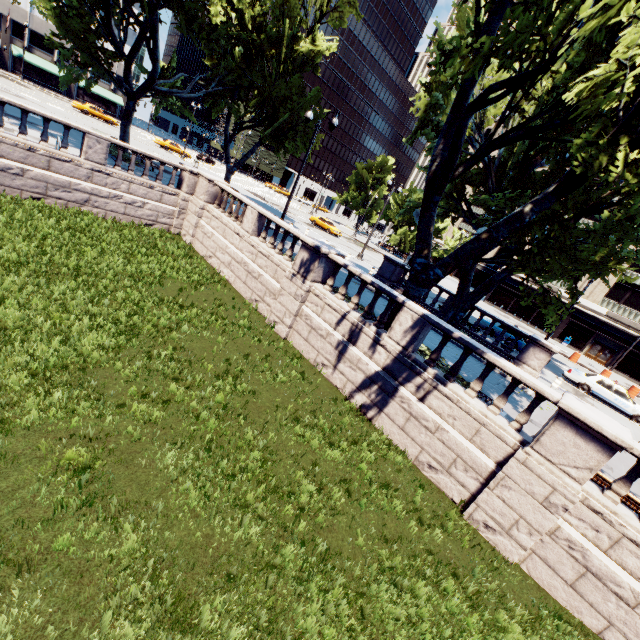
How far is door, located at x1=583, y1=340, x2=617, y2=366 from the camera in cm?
3962

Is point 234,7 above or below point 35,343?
above

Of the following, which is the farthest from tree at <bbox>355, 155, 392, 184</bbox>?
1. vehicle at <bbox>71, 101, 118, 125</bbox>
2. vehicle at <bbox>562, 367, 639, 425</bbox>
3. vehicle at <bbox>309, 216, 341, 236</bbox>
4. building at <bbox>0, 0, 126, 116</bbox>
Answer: vehicle at <bbox>71, 101, 118, 125</bbox>

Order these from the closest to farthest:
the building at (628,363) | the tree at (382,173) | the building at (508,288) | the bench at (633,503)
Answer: the bench at (633,503), the building at (628,363), the building at (508,288), the tree at (382,173)

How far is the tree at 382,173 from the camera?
58.00m

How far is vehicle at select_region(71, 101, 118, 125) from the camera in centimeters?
4218cm

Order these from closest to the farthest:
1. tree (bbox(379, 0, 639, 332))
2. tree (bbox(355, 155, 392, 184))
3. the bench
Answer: tree (bbox(379, 0, 639, 332))
the bench
tree (bbox(355, 155, 392, 184))

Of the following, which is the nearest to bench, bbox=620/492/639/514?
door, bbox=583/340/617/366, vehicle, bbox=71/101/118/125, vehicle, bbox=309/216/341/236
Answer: vehicle, bbox=309/216/341/236
